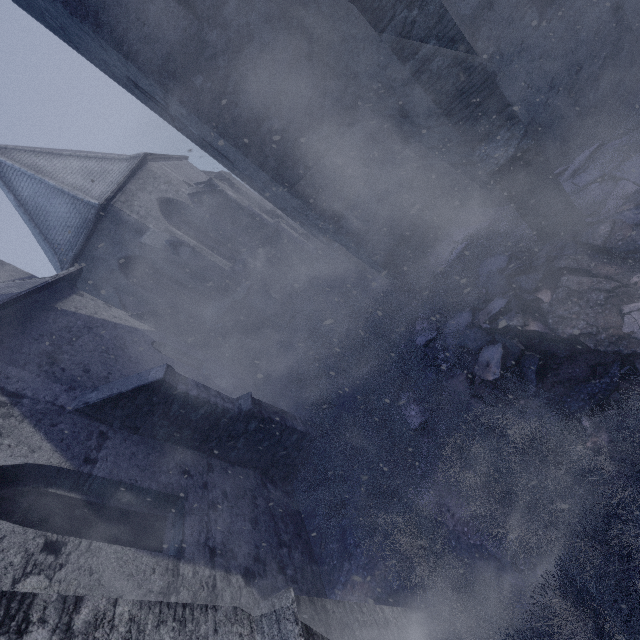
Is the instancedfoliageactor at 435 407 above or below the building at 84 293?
below

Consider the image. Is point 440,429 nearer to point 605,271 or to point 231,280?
point 605,271

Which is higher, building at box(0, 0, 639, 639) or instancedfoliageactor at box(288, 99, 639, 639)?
building at box(0, 0, 639, 639)
